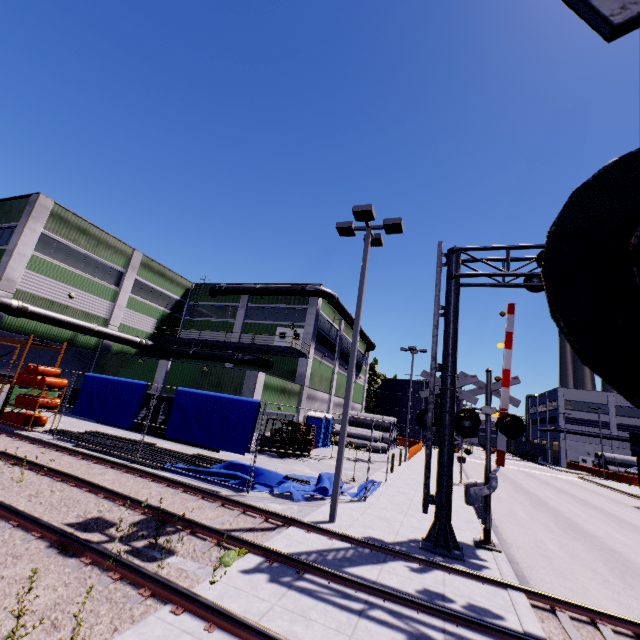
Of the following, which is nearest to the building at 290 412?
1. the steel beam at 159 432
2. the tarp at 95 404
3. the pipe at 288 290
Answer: the pipe at 288 290

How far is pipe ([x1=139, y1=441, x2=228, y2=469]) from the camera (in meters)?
13.14

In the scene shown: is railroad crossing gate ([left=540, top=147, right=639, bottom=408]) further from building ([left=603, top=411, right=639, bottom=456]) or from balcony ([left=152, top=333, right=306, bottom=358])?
balcony ([left=152, top=333, right=306, bottom=358])

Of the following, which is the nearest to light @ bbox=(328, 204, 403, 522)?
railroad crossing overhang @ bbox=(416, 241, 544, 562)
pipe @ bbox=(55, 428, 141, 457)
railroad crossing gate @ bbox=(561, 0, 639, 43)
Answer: railroad crossing overhang @ bbox=(416, 241, 544, 562)

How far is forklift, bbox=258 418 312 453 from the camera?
20.3 meters

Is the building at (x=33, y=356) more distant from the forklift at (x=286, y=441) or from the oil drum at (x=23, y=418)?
the oil drum at (x=23, y=418)

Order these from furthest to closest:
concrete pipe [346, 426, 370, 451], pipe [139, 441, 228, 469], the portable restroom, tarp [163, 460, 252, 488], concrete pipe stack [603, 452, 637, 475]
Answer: concrete pipe stack [603, 452, 637, 475]
concrete pipe [346, 426, 370, 451]
the portable restroom
pipe [139, 441, 228, 469]
tarp [163, 460, 252, 488]

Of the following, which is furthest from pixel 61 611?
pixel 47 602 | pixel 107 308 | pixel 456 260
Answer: pixel 107 308
